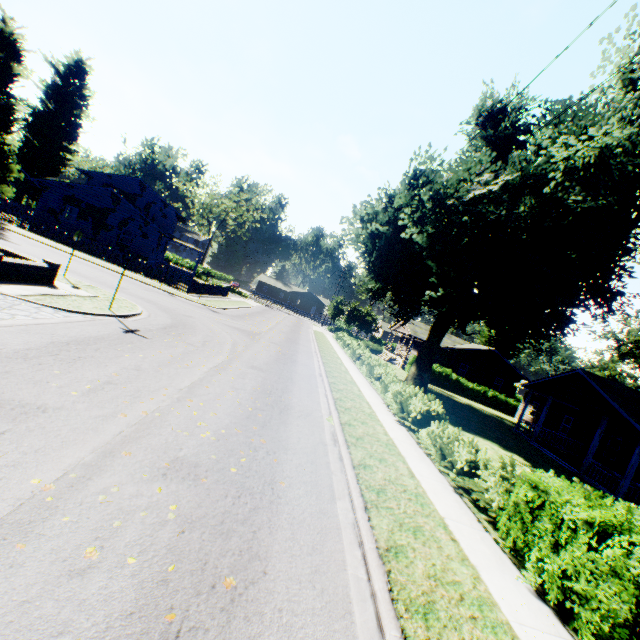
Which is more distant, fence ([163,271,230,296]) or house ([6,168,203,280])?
house ([6,168,203,280])

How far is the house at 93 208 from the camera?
31.0 meters

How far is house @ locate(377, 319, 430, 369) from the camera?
40.2 meters

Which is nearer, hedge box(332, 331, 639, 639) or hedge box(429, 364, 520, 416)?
hedge box(332, 331, 639, 639)

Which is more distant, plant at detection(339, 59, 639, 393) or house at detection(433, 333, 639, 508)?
house at detection(433, 333, 639, 508)

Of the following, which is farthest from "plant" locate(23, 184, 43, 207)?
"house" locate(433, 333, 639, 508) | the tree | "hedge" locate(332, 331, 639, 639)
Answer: "house" locate(433, 333, 639, 508)

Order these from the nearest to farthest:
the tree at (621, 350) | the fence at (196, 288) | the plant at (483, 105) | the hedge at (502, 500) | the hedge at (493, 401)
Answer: the hedge at (502, 500) < the plant at (483, 105) < the fence at (196, 288) < the hedge at (493, 401) < the tree at (621, 350)

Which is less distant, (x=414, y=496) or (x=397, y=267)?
(x=414, y=496)
